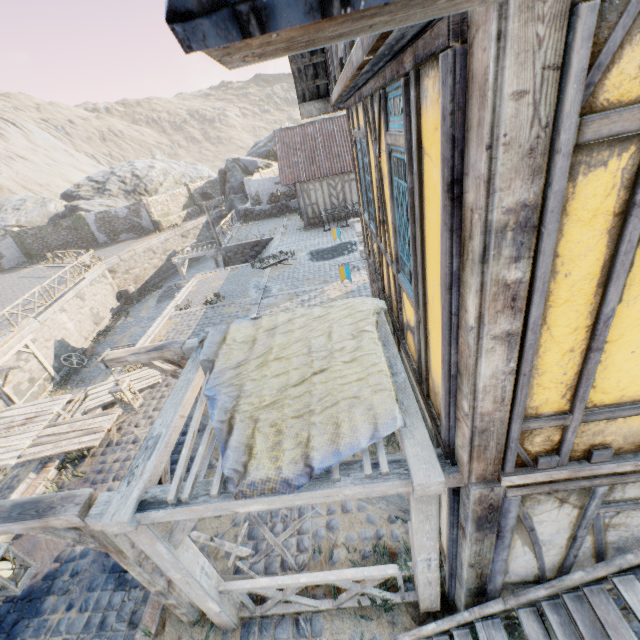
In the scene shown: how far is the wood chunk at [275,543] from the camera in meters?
5.1 m

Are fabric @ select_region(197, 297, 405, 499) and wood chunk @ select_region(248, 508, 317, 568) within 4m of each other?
yes

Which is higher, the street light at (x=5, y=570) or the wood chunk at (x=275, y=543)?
the street light at (x=5, y=570)

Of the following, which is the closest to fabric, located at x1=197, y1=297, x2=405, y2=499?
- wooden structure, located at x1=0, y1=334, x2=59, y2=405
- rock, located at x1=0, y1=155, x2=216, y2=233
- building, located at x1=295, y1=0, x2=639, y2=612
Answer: building, located at x1=295, y1=0, x2=639, y2=612

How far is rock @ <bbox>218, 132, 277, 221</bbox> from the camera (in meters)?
34.47

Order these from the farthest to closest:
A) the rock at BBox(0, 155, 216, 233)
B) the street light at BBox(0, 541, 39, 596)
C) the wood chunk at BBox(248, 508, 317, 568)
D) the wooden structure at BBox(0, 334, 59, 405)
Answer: the rock at BBox(0, 155, 216, 233) < the wooden structure at BBox(0, 334, 59, 405) < the wood chunk at BBox(248, 508, 317, 568) < the street light at BBox(0, 541, 39, 596)

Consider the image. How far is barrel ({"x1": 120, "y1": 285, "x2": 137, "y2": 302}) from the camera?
25.39m

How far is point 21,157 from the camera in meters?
59.6 m
